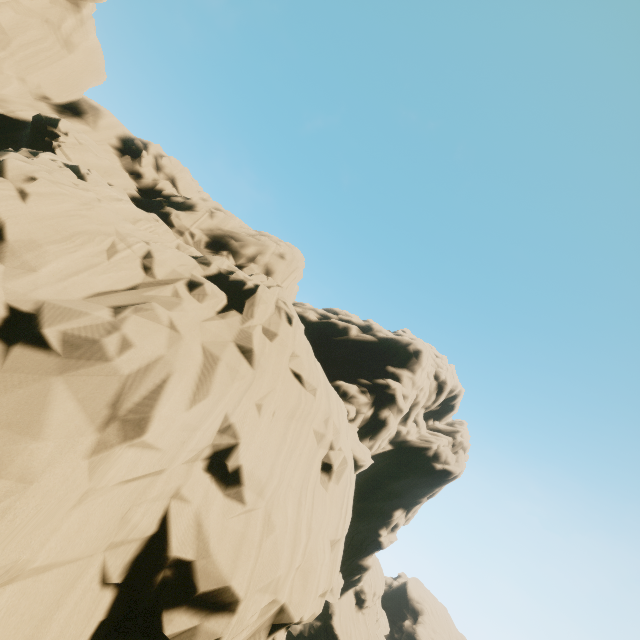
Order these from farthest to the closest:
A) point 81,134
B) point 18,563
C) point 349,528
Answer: point 349,528 < point 81,134 < point 18,563
